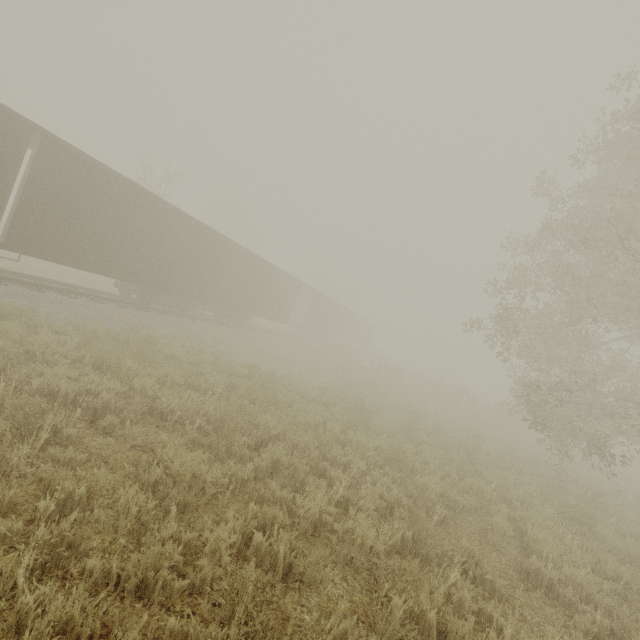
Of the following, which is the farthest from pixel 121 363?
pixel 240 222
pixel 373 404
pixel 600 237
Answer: pixel 240 222

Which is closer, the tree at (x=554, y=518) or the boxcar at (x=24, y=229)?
the tree at (x=554, y=518)

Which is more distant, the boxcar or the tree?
the boxcar
